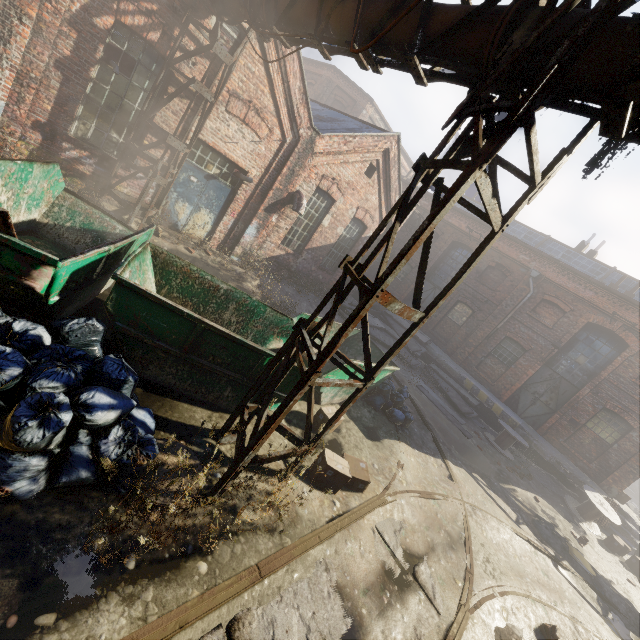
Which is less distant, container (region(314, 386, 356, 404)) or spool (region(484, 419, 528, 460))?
container (region(314, 386, 356, 404))

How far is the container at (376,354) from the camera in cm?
954

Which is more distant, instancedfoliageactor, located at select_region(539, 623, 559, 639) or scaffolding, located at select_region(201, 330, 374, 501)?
instancedfoliageactor, located at select_region(539, 623, 559, 639)

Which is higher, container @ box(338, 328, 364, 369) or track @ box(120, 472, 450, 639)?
container @ box(338, 328, 364, 369)

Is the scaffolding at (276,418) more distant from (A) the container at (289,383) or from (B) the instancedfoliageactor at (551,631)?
(B) the instancedfoliageactor at (551,631)

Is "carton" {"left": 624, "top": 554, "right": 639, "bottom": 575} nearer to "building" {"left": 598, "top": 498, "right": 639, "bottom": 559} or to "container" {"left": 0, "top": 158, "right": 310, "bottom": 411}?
"building" {"left": 598, "top": 498, "right": 639, "bottom": 559}

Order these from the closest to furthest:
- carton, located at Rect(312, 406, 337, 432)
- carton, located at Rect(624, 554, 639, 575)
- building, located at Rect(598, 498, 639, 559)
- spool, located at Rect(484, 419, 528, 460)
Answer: carton, located at Rect(312, 406, 337, 432) → carton, located at Rect(624, 554, 639, 575) → building, located at Rect(598, 498, 639, 559) → spool, located at Rect(484, 419, 528, 460)

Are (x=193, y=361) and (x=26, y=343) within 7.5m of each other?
yes
